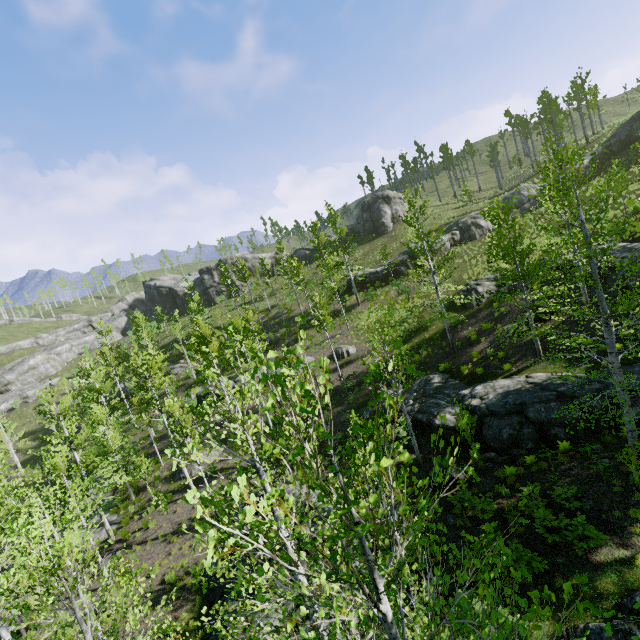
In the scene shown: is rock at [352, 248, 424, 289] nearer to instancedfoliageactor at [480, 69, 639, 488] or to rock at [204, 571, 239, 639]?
instancedfoliageactor at [480, 69, 639, 488]

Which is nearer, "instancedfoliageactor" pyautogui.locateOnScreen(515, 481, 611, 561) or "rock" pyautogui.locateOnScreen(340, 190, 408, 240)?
"instancedfoliageactor" pyautogui.locateOnScreen(515, 481, 611, 561)

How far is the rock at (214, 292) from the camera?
58.1 meters

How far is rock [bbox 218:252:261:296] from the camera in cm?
5791

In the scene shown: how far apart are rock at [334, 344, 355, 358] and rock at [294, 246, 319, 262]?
29.6 meters

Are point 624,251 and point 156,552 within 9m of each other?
no

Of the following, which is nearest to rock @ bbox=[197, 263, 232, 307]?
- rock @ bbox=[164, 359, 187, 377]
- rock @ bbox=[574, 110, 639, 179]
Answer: rock @ bbox=[164, 359, 187, 377]

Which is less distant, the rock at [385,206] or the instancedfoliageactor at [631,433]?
the instancedfoliageactor at [631,433]
